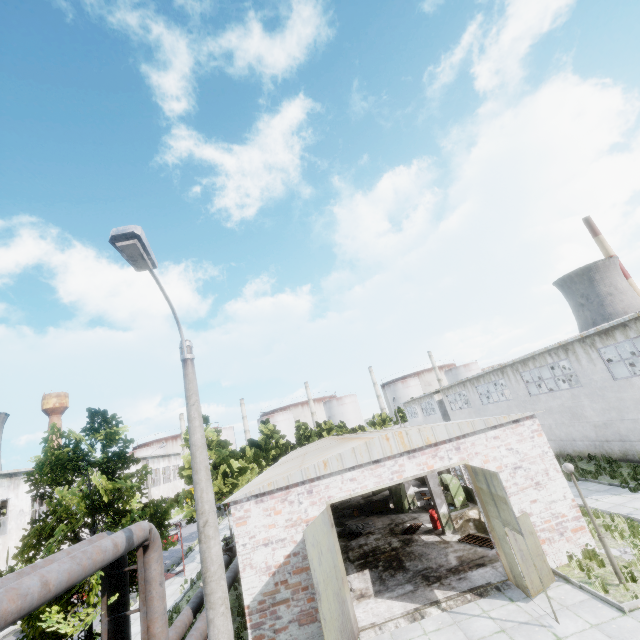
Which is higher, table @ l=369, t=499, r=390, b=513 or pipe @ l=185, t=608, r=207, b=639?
pipe @ l=185, t=608, r=207, b=639

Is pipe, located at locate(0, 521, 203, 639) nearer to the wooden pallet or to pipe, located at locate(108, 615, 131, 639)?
pipe, located at locate(108, 615, 131, 639)

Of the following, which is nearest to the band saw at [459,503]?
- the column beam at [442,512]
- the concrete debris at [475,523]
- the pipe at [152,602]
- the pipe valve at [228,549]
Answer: the concrete debris at [475,523]

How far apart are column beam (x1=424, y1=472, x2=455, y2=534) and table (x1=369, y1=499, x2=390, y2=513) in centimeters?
636cm

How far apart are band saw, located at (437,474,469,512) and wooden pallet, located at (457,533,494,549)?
3.79m

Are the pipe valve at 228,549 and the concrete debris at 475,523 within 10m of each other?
no

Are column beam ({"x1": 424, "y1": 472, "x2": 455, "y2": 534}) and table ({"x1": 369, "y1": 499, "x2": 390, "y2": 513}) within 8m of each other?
yes

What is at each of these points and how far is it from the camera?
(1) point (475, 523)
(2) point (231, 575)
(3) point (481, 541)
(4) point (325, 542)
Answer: (1) concrete debris, 16.1m
(2) pipe, 15.7m
(3) wooden pallet, 14.5m
(4) door, 10.4m
